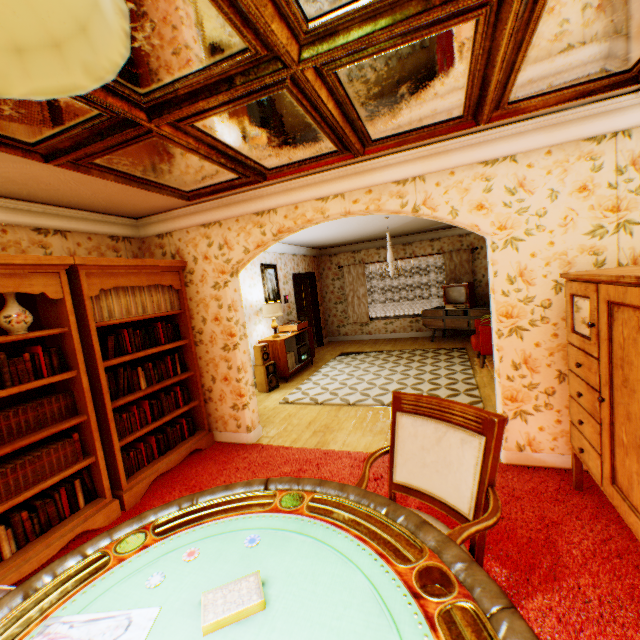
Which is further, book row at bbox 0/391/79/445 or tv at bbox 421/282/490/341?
tv at bbox 421/282/490/341

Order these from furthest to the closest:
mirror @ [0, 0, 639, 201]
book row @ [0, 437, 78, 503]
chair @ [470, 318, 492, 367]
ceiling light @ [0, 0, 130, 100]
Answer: chair @ [470, 318, 492, 367]
book row @ [0, 437, 78, 503]
mirror @ [0, 0, 639, 201]
ceiling light @ [0, 0, 130, 100]

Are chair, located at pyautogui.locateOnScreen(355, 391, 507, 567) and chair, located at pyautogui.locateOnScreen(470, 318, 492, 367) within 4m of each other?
no

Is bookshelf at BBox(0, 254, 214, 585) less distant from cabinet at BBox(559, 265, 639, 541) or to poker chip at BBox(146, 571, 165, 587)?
poker chip at BBox(146, 571, 165, 587)

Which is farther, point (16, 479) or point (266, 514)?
point (16, 479)

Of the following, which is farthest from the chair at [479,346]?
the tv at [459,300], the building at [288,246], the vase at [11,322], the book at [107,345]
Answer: the vase at [11,322]

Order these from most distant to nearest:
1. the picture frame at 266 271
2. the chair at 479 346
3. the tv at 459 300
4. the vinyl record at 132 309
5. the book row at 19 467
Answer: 1. the tv at 459 300
2. the picture frame at 266 271
3. the chair at 479 346
4. the vinyl record at 132 309
5. the book row at 19 467

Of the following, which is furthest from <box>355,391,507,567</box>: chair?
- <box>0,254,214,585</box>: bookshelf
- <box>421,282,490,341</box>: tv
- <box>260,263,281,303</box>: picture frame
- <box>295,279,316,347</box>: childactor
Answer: <box>295,279,316,347</box>: childactor
